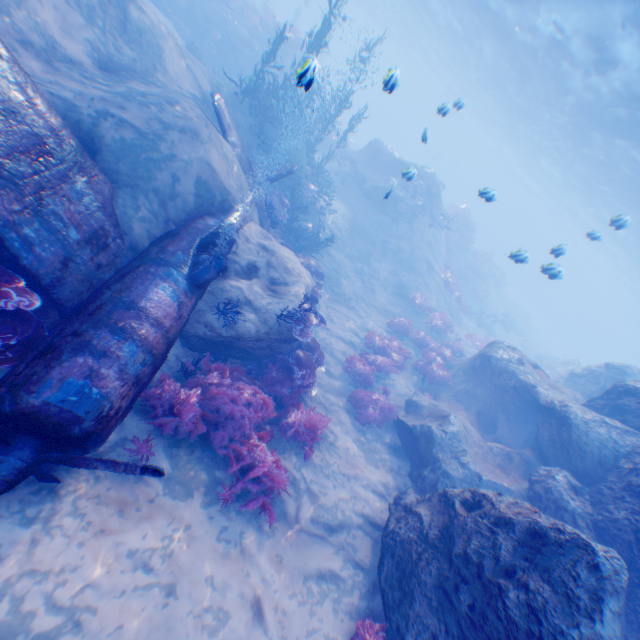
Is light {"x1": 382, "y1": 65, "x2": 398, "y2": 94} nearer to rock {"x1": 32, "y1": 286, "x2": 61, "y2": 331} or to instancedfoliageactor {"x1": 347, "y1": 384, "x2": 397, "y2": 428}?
rock {"x1": 32, "y1": 286, "x2": 61, "y2": 331}

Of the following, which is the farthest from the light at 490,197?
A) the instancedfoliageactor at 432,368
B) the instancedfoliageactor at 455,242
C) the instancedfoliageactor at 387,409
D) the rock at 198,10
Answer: the rock at 198,10

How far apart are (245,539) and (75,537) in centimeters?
253cm

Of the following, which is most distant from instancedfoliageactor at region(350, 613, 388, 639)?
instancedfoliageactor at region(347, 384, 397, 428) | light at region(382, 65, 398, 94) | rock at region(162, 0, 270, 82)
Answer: rock at region(162, 0, 270, 82)

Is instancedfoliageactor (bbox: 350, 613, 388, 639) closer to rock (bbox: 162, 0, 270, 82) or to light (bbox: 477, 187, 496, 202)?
light (bbox: 477, 187, 496, 202)

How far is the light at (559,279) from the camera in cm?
945

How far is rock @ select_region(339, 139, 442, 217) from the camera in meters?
21.1
